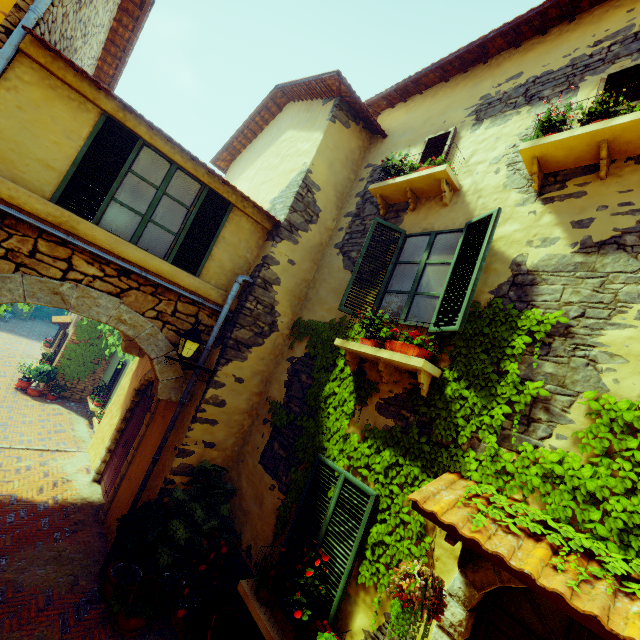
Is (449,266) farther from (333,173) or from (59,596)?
(59,596)

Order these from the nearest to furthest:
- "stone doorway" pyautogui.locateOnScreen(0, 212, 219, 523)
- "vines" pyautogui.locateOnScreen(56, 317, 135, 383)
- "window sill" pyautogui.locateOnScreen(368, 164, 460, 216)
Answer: "stone doorway" pyautogui.locateOnScreen(0, 212, 219, 523) < "window sill" pyautogui.locateOnScreen(368, 164, 460, 216) < "vines" pyautogui.locateOnScreen(56, 317, 135, 383)

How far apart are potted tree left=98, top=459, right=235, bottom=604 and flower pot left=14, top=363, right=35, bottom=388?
12.14m

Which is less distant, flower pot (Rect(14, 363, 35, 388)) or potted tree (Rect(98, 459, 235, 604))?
potted tree (Rect(98, 459, 235, 604))

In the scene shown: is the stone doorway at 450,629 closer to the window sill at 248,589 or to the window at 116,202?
the window sill at 248,589

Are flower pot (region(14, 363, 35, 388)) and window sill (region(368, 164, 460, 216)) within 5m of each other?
no

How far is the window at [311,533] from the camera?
3.7 meters

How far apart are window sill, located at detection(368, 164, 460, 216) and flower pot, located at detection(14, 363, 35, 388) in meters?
15.8
